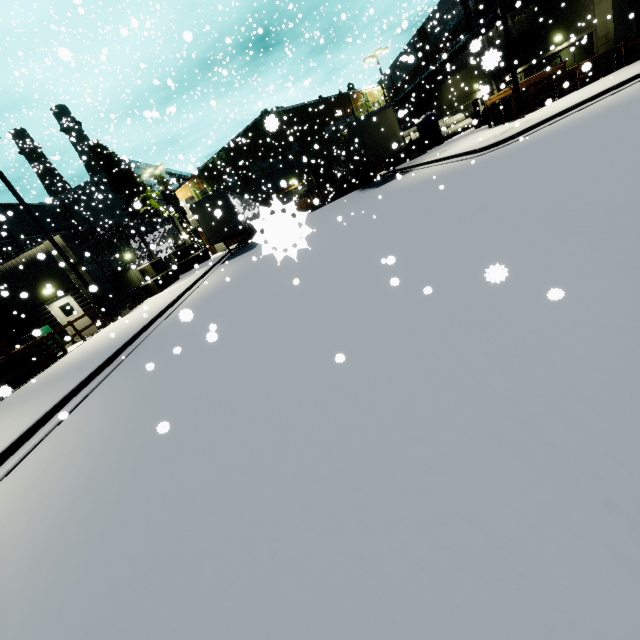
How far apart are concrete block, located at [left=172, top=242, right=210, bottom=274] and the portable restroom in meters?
23.0 m

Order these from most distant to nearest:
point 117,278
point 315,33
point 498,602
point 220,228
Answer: point 315,33 → point 220,228 → point 117,278 → point 498,602

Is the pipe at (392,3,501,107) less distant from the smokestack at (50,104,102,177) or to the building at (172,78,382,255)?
the building at (172,78,382,255)

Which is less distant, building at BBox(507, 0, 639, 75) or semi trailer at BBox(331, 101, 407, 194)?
building at BBox(507, 0, 639, 75)

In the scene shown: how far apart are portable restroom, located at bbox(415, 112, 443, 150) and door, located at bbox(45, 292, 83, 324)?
30.7 meters

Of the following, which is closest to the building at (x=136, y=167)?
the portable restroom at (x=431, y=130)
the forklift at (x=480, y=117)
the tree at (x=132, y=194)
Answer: the tree at (x=132, y=194)

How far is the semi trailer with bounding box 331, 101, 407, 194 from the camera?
20.2m

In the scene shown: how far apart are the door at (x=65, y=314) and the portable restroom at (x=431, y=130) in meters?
30.7
